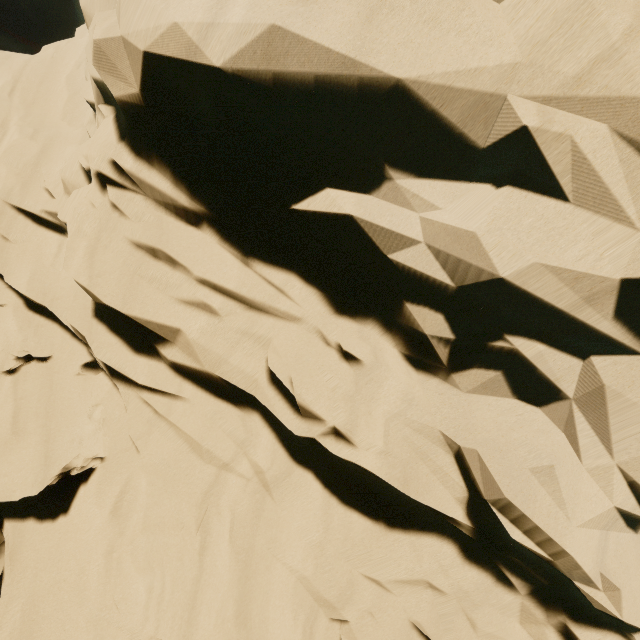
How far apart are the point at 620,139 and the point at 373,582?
8.7 meters
